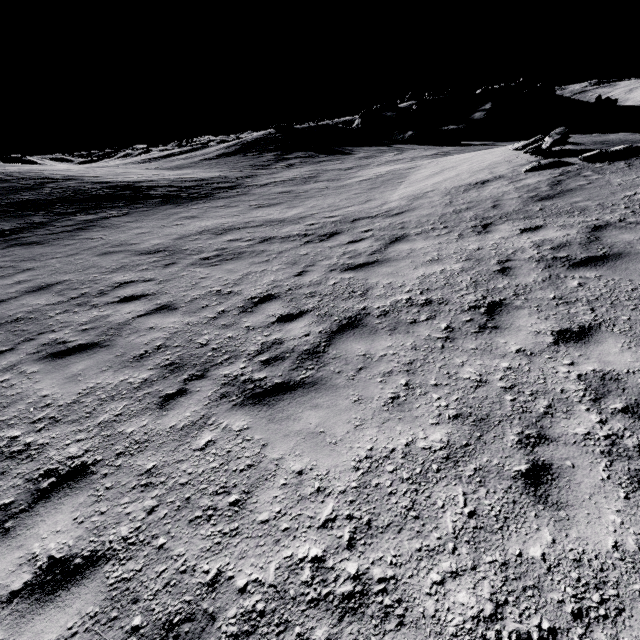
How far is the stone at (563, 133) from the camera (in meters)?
11.23

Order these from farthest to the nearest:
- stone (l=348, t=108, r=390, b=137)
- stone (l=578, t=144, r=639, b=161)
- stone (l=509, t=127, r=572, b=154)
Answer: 1. stone (l=348, t=108, r=390, b=137)
2. stone (l=509, t=127, r=572, b=154)
3. stone (l=578, t=144, r=639, b=161)

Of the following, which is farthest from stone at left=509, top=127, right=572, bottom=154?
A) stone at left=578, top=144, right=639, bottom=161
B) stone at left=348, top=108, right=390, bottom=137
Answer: stone at left=348, top=108, right=390, bottom=137

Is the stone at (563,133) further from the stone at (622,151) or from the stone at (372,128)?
the stone at (372,128)

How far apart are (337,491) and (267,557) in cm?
73

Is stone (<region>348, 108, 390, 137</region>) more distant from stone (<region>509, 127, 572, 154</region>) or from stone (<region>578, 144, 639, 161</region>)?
stone (<region>578, 144, 639, 161</region>)

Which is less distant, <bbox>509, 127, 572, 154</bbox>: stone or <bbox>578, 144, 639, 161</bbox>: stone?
<bbox>578, 144, 639, 161</bbox>: stone
